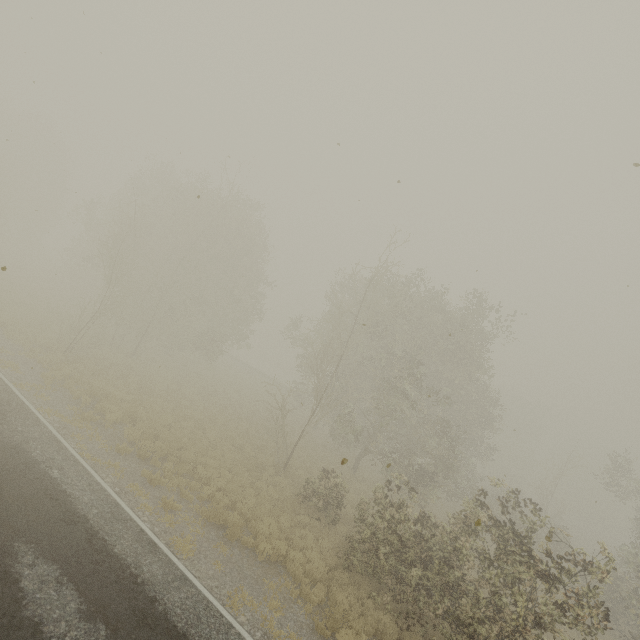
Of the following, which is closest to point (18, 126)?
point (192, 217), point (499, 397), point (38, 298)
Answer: point (38, 298)

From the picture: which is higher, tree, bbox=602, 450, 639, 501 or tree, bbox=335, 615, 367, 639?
tree, bbox=602, 450, 639, 501

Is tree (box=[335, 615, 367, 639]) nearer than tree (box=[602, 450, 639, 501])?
Yes

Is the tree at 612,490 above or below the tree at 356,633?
above

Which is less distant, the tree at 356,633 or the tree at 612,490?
the tree at 356,633
